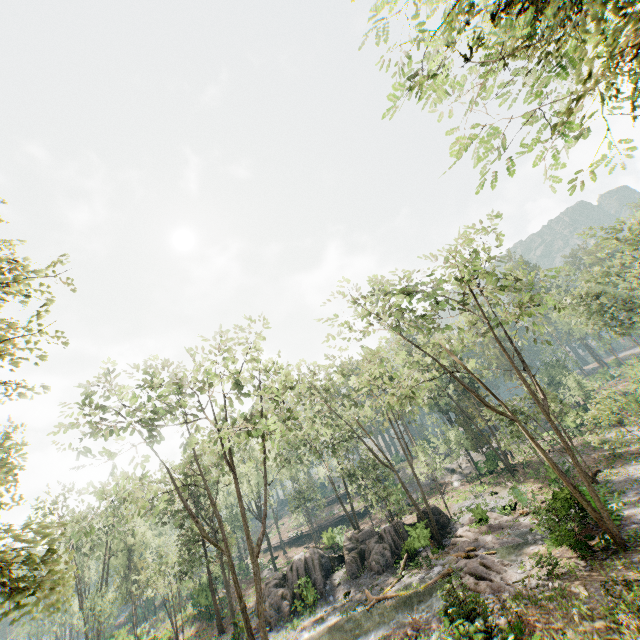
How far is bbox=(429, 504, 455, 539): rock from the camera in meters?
27.9 m

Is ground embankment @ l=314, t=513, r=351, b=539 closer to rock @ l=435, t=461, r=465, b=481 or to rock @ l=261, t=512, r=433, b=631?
rock @ l=435, t=461, r=465, b=481

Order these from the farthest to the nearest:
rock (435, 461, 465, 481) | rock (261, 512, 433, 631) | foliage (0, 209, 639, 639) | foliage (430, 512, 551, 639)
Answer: rock (435, 461, 465, 481) → rock (261, 512, 433, 631) → foliage (0, 209, 639, 639) → foliage (430, 512, 551, 639)

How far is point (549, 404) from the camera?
25.4 meters

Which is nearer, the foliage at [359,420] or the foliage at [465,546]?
the foliage at [465,546]

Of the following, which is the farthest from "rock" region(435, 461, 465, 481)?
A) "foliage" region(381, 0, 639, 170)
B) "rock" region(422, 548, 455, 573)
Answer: "rock" region(422, 548, 455, 573)

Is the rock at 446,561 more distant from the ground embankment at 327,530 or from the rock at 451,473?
the ground embankment at 327,530

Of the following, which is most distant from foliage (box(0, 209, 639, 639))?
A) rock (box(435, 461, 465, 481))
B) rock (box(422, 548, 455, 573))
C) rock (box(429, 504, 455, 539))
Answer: rock (box(429, 504, 455, 539))
